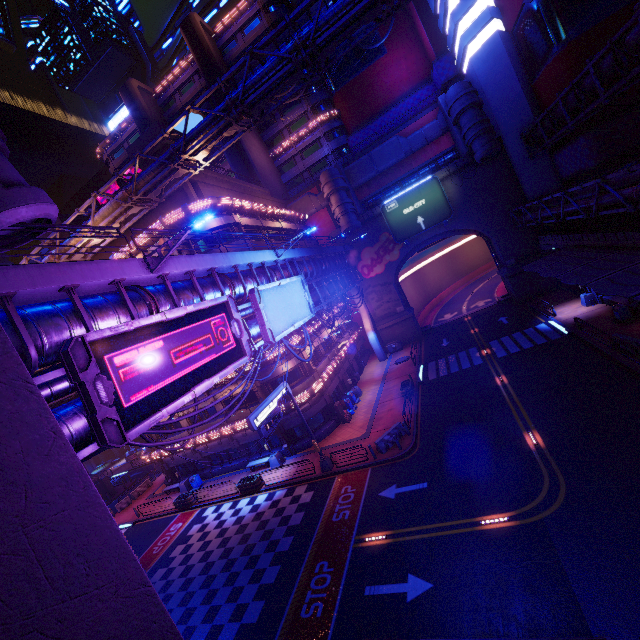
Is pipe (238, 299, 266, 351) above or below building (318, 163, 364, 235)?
below

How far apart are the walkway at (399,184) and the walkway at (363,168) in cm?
147

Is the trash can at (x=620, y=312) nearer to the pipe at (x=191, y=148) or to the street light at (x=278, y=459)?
the pipe at (x=191, y=148)

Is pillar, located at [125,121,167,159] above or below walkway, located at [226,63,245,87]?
below

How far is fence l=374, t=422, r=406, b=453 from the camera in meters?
22.1

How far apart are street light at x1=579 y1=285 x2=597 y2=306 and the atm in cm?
2334

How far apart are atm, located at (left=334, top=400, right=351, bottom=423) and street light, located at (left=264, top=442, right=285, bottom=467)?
5.9 meters

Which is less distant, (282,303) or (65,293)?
(65,293)
